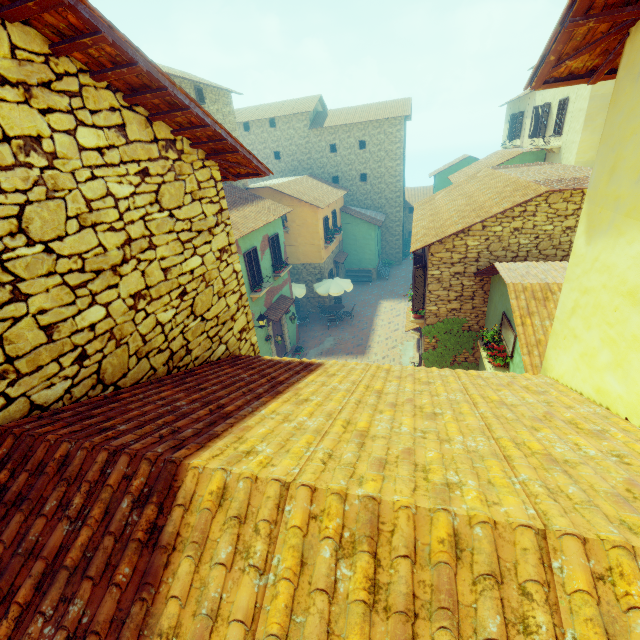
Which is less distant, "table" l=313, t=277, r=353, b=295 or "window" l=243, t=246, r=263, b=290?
"window" l=243, t=246, r=263, b=290

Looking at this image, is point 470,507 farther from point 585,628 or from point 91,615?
point 91,615

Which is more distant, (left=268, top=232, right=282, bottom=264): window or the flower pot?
(left=268, top=232, right=282, bottom=264): window

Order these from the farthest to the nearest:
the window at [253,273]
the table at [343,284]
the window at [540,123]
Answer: the table at [343,284]
the window at [540,123]
the window at [253,273]

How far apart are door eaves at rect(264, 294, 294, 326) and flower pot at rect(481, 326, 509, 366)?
8.9m

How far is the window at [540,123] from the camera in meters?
17.4

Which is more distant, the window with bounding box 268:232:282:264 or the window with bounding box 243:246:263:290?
the window with bounding box 268:232:282:264

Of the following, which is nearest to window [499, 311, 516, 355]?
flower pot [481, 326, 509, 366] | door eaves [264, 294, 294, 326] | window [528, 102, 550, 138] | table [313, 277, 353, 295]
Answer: flower pot [481, 326, 509, 366]
